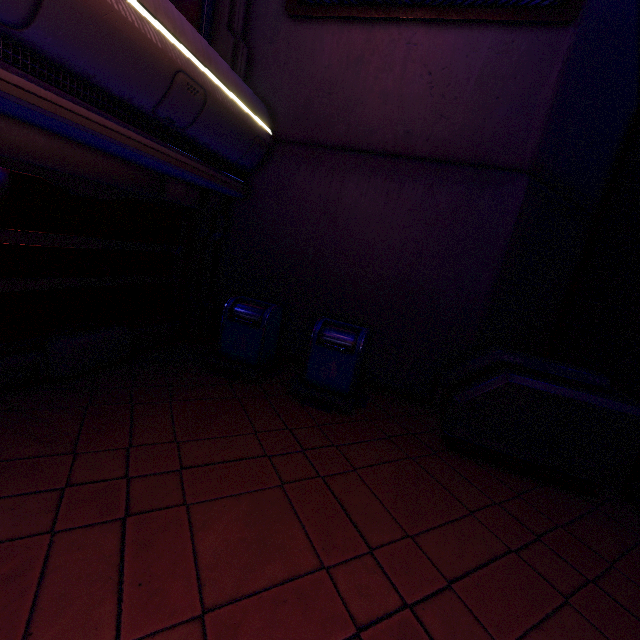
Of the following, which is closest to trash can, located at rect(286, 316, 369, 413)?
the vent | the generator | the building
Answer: the building

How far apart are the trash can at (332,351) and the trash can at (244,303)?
0.50m

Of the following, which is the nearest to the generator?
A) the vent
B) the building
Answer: the building

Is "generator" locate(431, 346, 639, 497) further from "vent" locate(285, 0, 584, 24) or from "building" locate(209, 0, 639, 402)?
"vent" locate(285, 0, 584, 24)

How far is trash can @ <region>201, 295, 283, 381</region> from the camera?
5.4m

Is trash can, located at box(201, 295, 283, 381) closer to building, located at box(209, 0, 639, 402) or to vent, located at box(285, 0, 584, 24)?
building, located at box(209, 0, 639, 402)

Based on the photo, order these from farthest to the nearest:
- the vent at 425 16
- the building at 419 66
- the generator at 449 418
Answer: the building at 419 66 < the vent at 425 16 < the generator at 449 418

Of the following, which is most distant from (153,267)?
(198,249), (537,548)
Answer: (537,548)
